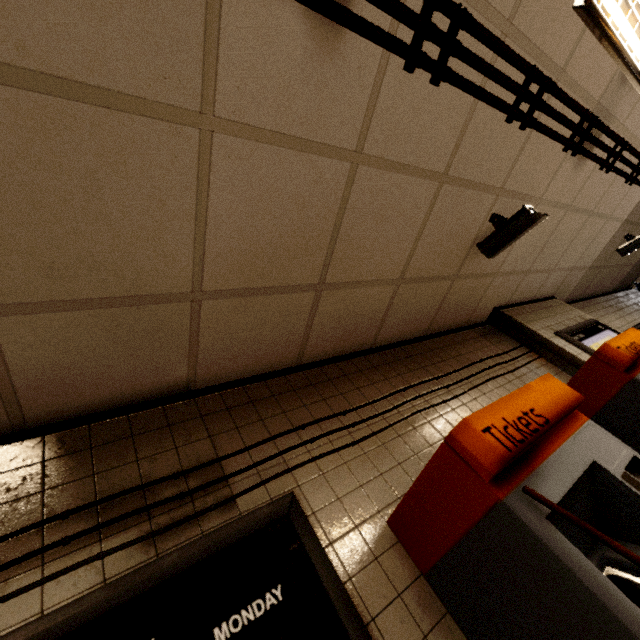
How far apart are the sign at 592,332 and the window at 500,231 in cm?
154

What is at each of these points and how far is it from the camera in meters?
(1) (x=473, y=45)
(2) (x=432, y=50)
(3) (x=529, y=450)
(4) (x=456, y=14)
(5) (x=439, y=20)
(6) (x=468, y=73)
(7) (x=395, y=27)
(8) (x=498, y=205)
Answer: (1) storm drain, 1.6
(2) storm drain, 1.5
(3) ticket machine, 1.3
(4) pipe, 1.4
(5) storm drain, 1.5
(6) storm drain, 1.7
(7) storm drain, 1.4
(8) storm drain, 2.6

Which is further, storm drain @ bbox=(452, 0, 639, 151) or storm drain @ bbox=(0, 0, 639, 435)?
storm drain @ bbox=(452, 0, 639, 151)

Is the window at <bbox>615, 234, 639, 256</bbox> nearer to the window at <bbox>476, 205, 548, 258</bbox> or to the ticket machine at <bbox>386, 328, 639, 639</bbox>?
the window at <bbox>476, 205, 548, 258</bbox>

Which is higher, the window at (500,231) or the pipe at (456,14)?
the pipe at (456,14)

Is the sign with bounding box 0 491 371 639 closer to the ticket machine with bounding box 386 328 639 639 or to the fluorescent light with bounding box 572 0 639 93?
the ticket machine with bounding box 386 328 639 639

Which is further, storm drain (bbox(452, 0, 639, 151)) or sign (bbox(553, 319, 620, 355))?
sign (bbox(553, 319, 620, 355))

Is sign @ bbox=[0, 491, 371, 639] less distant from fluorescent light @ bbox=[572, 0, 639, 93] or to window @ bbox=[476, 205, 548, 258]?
window @ bbox=[476, 205, 548, 258]
